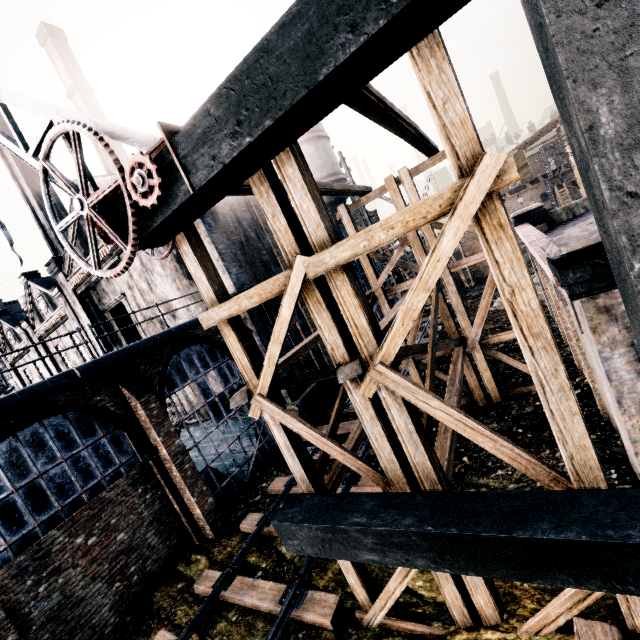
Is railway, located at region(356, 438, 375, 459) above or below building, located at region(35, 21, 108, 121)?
below

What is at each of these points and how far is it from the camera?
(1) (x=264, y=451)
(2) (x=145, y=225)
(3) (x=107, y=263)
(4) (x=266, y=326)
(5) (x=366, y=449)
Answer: (1) building, 16.8m
(2) building structure, 4.8m
(3) building, 21.9m
(4) building, 18.0m
(5) railway, 13.2m

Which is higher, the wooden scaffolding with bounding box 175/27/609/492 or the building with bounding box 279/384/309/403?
the wooden scaffolding with bounding box 175/27/609/492

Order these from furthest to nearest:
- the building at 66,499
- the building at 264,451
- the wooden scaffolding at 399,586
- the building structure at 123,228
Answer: the building at 264,451 < the building at 66,499 < the wooden scaffolding at 399,586 < the building structure at 123,228

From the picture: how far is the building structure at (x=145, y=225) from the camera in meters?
4.2

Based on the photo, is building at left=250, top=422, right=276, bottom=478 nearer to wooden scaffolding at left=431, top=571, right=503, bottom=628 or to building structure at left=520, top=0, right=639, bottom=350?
building structure at left=520, top=0, right=639, bottom=350

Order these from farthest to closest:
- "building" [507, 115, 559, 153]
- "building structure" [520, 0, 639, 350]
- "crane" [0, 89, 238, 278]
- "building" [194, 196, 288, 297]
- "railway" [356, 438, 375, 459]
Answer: "building" [507, 115, 559, 153], "building" [194, 196, 288, 297], "railway" [356, 438, 375, 459], "crane" [0, 89, 238, 278], "building structure" [520, 0, 639, 350]

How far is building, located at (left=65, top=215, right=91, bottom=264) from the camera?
22.06m
